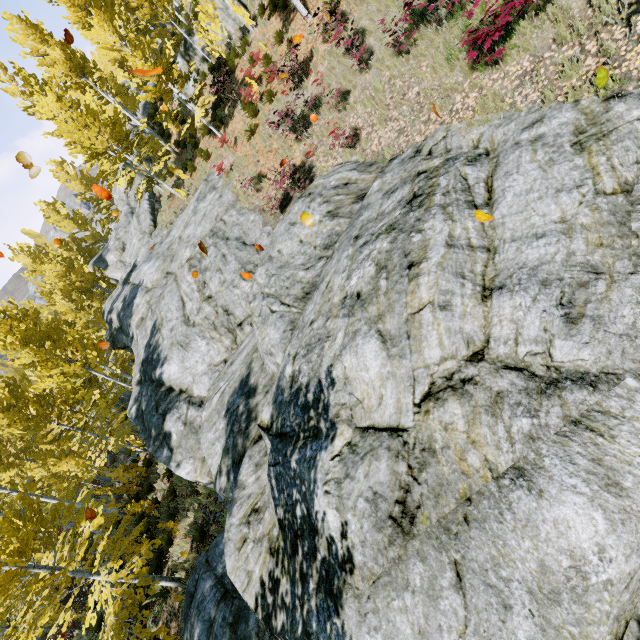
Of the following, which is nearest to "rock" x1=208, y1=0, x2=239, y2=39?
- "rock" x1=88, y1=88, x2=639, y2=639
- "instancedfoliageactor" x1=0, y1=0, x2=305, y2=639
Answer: "instancedfoliageactor" x1=0, y1=0, x2=305, y2=639

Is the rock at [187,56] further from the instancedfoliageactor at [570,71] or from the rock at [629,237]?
the rock at [629,237]

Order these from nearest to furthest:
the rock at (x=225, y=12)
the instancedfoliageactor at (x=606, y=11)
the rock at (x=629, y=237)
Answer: the rock at (x=629, y=237)
the instancedfoliageactor at (x=606, y=11)
the rock at (x=225, y=12)

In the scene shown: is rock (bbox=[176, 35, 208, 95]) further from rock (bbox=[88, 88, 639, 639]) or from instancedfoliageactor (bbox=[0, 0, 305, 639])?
rock (bbox=[88, 88, 639, 639])

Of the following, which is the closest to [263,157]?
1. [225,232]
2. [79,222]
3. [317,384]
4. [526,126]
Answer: [225,232]

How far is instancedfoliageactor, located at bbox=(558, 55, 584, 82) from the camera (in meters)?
5.23
